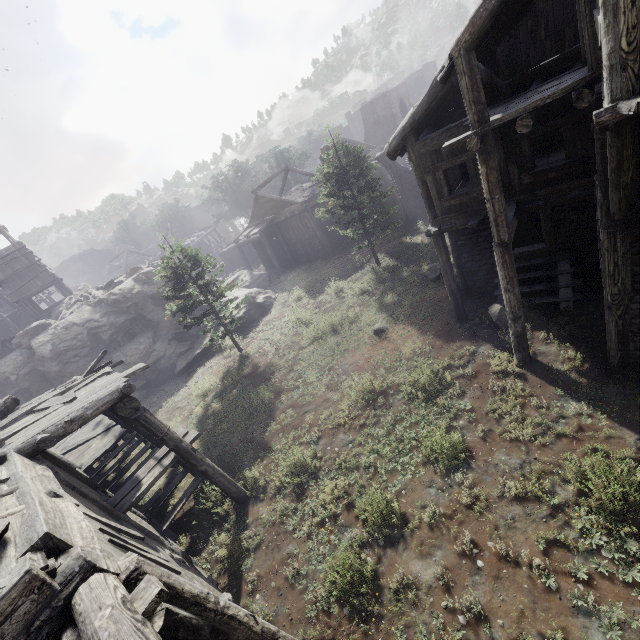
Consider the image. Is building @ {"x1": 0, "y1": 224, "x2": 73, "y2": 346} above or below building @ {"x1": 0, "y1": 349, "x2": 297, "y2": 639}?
above

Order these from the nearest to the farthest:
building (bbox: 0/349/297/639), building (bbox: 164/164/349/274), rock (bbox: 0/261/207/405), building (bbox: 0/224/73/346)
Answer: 1. building (bbox: 0/349/297/639)
2. rock (bbox: 0/261/207/405)
3. building (bbox: 0/224/73/346)
4. building (bbox: 164/164/349/274)

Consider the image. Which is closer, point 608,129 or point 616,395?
point 608,129

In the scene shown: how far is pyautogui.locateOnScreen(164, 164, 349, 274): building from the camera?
28.8 meters

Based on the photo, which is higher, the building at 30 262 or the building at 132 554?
the building at 30 262

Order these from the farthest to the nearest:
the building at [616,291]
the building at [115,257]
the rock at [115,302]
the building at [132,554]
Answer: the building at [115,257], the rock at [115,302], the building at [616,291], the building at [132,554]

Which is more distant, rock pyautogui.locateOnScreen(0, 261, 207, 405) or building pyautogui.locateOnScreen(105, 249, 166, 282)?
building pyautogui.locateOnScreen(105, 249, 166, 282)
